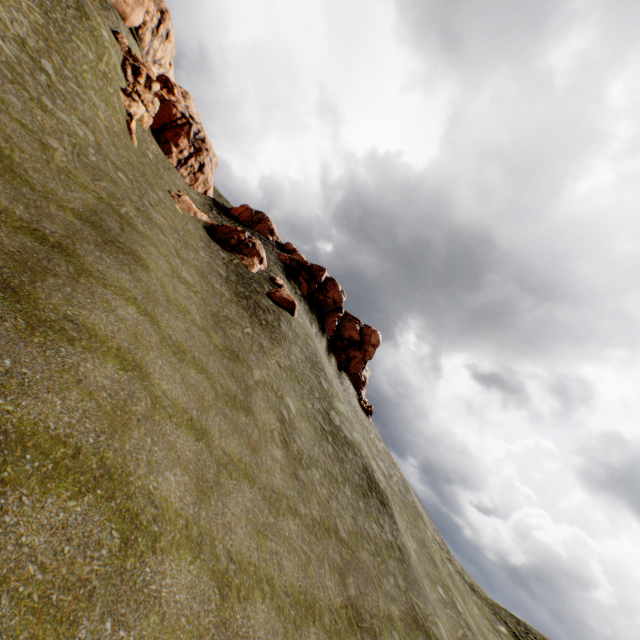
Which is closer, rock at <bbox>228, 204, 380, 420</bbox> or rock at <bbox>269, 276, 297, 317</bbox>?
rock at <bbox>269, 276, 297, 317</bbox>

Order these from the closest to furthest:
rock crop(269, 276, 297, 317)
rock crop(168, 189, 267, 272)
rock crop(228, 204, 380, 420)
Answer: rock crop(269, 276, 297, 317) < rock crop(168, 189, 267, 272) < rock crop(228, 204, 380, 420)

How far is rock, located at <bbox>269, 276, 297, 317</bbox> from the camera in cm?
2700

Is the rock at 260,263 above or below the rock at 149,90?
below

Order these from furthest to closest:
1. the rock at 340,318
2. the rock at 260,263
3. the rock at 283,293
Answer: the rock at 340,318
the rock at 260,263
the rock at 283,293

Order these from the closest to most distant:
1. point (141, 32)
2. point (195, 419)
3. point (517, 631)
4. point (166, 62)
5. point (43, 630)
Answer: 1. point (43, 630)
2. point (195, 419)
3. point (517, 631)
4. point (141, 32)
5. point (166, 62)
